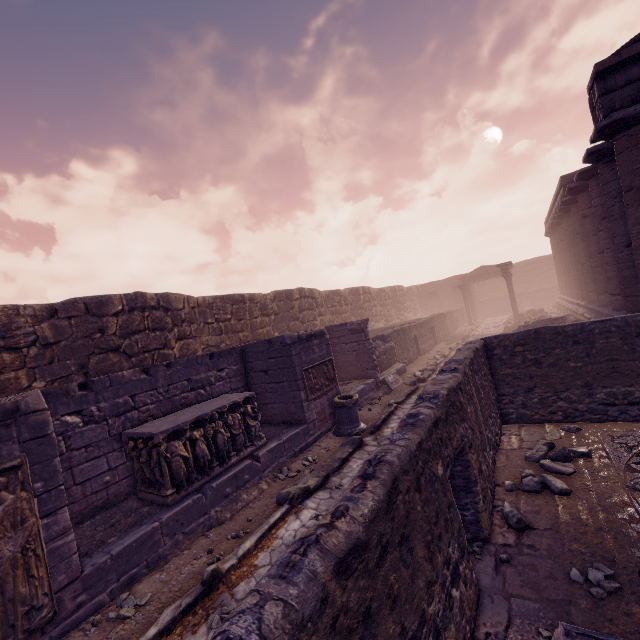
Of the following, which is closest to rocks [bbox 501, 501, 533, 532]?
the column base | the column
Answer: the column base

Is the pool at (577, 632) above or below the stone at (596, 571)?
above

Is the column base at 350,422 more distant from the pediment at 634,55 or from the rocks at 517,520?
the pediment at 634,55

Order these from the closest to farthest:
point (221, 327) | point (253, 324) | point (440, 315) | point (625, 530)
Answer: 1. point (625, 530)
2. point (221, 327)
3. point (253, 324)
4. point (440, 315)

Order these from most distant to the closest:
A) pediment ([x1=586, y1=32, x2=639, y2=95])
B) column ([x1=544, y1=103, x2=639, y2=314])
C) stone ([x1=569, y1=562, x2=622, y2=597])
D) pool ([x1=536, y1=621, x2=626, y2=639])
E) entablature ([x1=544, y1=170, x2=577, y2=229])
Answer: entablature ([x1=544, y1=170, x2=577, y2=229]) → column ([x1=544, y1=103, x2=639, y2=314]) → pediment ([x1=586, y1=32, x2=639, y2=95]) → stone ([x1=569, y1=562, x2=622, y2=597]) → pool ([x1=536, y1=621, x2=626, y2=639])

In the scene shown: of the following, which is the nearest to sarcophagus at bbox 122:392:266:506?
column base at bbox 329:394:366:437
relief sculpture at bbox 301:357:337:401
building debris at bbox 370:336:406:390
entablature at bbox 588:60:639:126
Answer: relief sculpture at bbox 301:357:337:401

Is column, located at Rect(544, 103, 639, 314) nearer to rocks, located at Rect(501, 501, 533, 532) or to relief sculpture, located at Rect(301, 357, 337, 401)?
relief sculpture, located at Rect(301, 357, 337, 401)

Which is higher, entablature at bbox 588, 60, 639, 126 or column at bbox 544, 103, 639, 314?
entablature at bbox 588, 60, 639, 126
